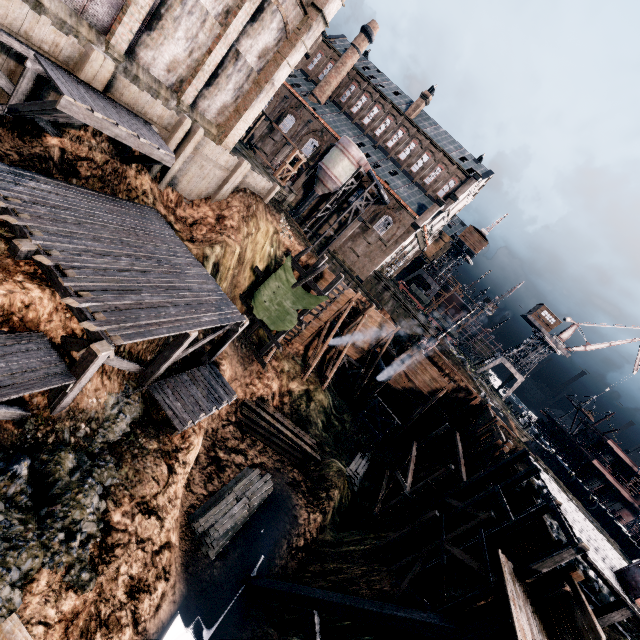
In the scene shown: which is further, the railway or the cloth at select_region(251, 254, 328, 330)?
the cloth at select_region(251, 254, 328, 330)

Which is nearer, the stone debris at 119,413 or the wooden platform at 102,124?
the wooden platform at 102,124

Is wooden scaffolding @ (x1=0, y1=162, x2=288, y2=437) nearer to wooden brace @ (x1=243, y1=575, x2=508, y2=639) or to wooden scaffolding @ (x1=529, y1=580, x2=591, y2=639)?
wooden brace @ (x1=243, y1=575, x2=508, y2=639)

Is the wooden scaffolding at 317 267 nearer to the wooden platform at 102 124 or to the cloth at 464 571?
the wooden platform at 102 124

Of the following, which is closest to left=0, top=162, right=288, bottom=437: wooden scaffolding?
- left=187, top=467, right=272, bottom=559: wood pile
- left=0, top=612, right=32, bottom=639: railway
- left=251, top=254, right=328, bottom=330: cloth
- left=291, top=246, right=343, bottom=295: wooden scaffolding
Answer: left=0, top=612, right=32, bottom=639: railway

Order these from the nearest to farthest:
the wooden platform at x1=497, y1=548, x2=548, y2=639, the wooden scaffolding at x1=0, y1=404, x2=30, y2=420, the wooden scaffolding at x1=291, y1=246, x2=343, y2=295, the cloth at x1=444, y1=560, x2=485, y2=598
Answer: the wooden scaffolding at x1=0, y1=404, x2=30, y2=420, the wooden platform at x1=497, y1=548, x2=548, y2=639, the cloth at x1=444, y1=560, x2=485, y2=598, the wooden scaffolding at x1=291, y1=246, x2=343, y2=295

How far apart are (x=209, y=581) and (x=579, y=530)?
17.73m

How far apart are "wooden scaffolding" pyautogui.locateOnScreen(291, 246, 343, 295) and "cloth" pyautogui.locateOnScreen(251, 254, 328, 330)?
0.0 meters
